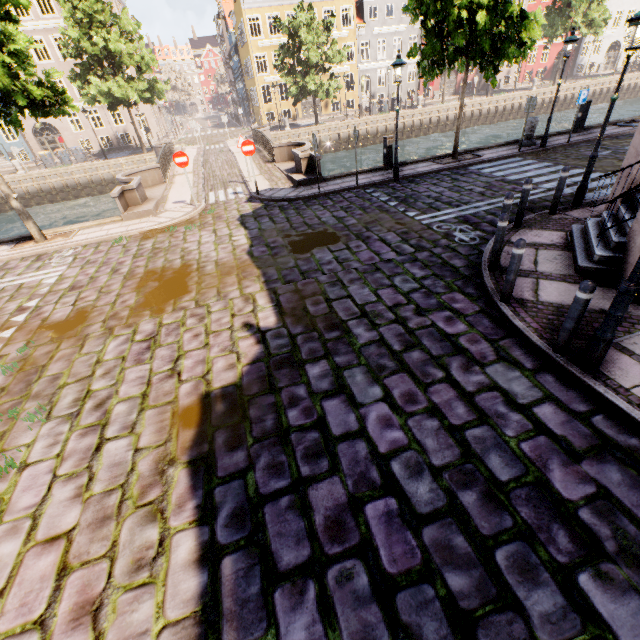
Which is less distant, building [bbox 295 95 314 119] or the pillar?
the pillar

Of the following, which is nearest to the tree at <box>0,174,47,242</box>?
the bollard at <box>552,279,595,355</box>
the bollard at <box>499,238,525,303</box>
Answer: the bollard at <box>499,238,525,303</box>

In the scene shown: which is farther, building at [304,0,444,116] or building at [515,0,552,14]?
building at [515,0,552,14]

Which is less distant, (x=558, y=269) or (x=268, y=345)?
(x=268, y=345)

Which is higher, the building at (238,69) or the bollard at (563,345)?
the building at (238,69)

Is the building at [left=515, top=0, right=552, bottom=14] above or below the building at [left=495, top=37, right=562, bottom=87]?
above

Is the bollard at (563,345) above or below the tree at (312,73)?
below

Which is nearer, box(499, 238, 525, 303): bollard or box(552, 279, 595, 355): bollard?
box(552, 279, 595, 355): bollard
